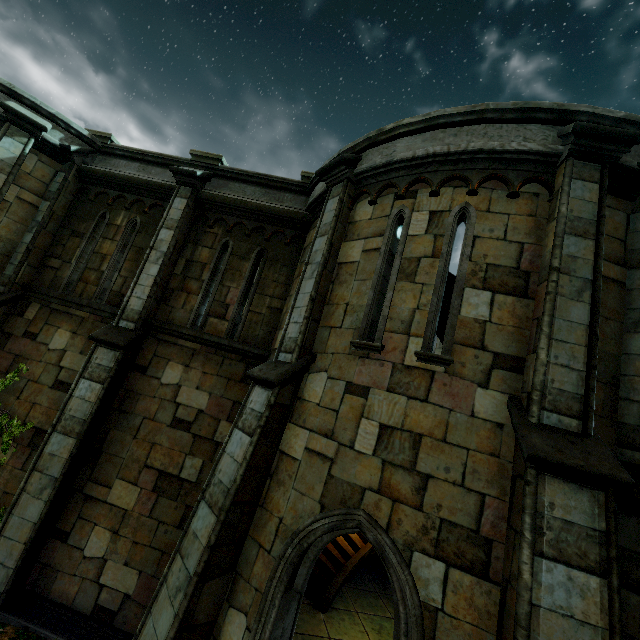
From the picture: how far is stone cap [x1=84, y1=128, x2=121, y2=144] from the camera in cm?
906

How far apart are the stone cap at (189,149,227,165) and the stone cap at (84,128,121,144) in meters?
2.4 m

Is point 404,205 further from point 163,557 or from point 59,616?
point 59,616

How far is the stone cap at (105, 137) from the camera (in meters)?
9.06

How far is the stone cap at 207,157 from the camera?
8.62m

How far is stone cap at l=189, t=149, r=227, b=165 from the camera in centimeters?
862cm
